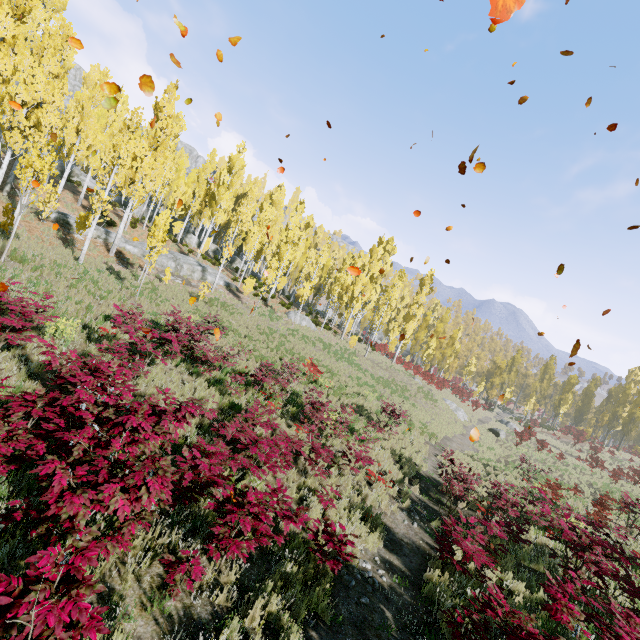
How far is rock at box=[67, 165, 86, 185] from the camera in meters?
33.4 m

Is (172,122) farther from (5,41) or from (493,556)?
(493,556)

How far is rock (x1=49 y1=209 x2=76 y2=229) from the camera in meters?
21.5

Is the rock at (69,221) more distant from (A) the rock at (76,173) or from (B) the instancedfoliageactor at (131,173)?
(A) the rock at (76,173)

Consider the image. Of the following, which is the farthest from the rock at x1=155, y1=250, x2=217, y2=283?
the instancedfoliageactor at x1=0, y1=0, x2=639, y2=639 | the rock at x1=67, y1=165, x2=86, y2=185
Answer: the rock at x1=67, y1=165, x2=86, y2=185

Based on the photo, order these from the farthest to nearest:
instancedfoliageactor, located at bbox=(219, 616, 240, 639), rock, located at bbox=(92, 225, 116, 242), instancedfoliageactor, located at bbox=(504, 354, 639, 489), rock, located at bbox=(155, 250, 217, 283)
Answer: instancedfoliageactor, located at bbox=(504, 354, 639, 489) < rock, located at bbox=(155, 250, 217, 283) < rock, located at bbox=(92, 225, 116, 242) < instancedfoliageactor, located at bbox=(219, 616, 240, 639)
